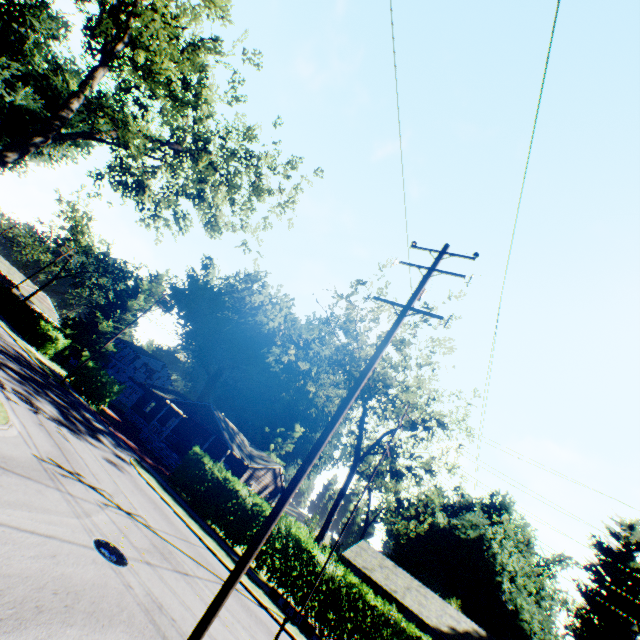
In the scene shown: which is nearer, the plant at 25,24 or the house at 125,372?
the plant at 25,24

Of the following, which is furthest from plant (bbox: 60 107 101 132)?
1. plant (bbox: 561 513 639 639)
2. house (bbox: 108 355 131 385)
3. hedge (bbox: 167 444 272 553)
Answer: plant (bbox: 561 513 639 639)

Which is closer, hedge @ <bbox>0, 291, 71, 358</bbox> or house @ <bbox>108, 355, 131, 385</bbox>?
hedge @ <bbox>0, 291, 71, 358</bbox>

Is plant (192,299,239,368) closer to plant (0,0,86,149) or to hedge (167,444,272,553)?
plant (0,0,86,149)

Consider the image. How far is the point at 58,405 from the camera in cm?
1975

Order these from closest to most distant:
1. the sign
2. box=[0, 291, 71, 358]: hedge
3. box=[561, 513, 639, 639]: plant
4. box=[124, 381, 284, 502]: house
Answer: the sign, box=[561, 513, 639, 639]: plant, box=[124, 381, 284, 502]: house, box=[0, 291, 71, 358]: hedge

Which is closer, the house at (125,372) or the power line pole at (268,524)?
the power line pole at (268,524)

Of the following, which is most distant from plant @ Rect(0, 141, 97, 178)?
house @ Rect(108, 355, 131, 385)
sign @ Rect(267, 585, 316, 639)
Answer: sign @ Rect(267, 585, 316, 639)
